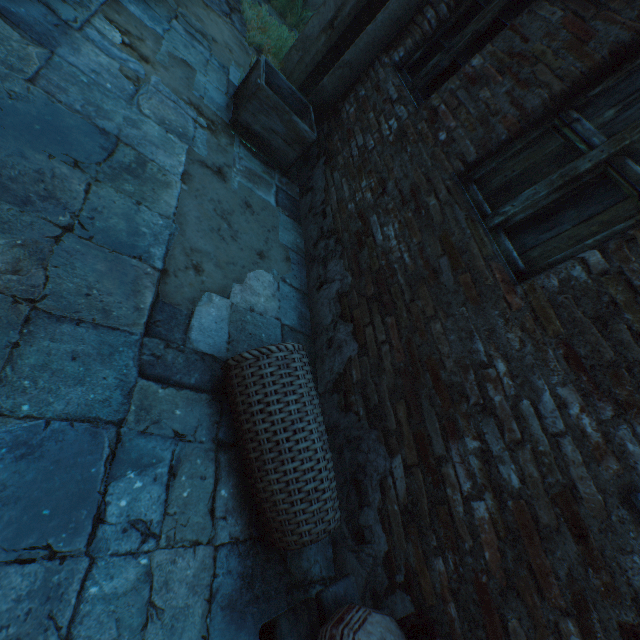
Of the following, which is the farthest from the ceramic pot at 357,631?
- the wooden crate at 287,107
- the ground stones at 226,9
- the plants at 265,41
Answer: the plants at 265,41

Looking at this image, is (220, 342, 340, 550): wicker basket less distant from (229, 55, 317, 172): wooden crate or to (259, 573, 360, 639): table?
(259, 573, 360, 639): table

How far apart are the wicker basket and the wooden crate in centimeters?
258cm

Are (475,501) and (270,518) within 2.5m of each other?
yes

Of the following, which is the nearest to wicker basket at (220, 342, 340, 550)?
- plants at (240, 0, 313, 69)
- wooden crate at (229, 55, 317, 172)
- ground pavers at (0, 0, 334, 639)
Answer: ground pavers at (0, 0, 334, 639)

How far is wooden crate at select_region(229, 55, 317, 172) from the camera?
3.2m

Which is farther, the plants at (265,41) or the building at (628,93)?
the plants at (265,41)

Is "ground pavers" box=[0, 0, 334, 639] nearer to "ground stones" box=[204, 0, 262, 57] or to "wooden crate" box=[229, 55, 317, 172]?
"wooden crate" box=[229, 55, 317, 172]
